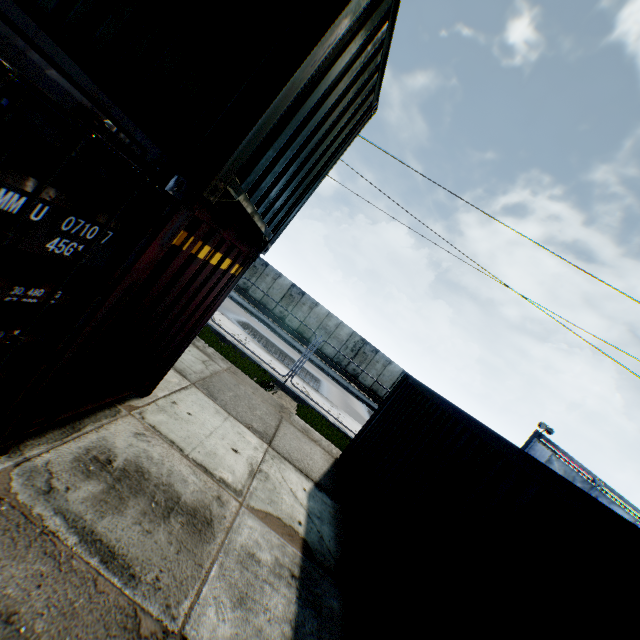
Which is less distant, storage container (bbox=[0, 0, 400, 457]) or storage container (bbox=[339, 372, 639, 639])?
storage container (bbox=[0, 0, 400, 457])

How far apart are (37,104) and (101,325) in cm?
186

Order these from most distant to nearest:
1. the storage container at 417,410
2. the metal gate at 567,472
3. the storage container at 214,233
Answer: the metal gate at 567,472, the storage container at 417,410, the storage container at 214,233

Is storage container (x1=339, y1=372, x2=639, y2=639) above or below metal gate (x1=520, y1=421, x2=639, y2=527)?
below

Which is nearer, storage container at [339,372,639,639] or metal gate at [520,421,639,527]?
storage container at [339,372,639,639]

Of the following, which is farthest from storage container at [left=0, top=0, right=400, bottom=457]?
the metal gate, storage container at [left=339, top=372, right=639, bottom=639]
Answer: the metal gate

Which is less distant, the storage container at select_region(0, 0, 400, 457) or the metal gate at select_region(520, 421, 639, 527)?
the storage container at select_region(0, 0, 400, 457)

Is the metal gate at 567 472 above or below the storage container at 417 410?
above
